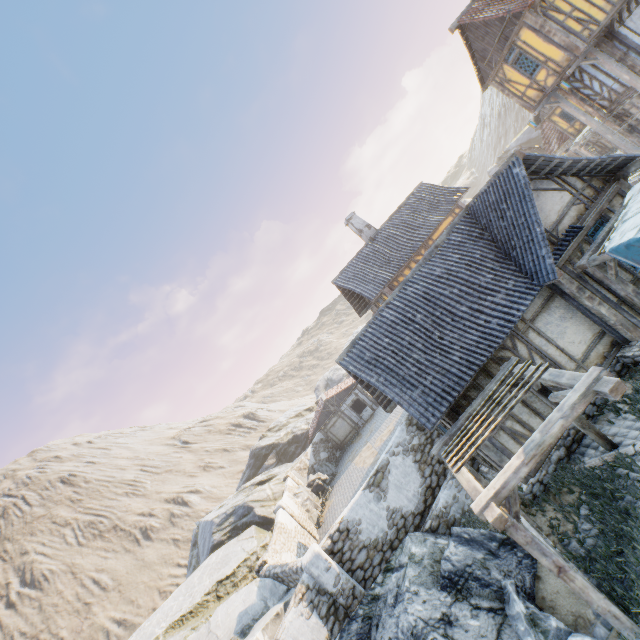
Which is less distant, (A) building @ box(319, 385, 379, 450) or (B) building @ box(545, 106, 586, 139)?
(B) building @ box(545, 106, 586, 139)

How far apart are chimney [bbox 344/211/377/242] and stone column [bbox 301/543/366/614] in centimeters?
1849cm

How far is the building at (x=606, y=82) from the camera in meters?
15.7

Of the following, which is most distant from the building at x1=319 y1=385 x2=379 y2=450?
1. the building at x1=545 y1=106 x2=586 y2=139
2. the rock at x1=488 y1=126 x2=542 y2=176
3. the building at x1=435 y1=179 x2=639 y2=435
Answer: the building at x1=545 y1=106 x2=586 y2=139

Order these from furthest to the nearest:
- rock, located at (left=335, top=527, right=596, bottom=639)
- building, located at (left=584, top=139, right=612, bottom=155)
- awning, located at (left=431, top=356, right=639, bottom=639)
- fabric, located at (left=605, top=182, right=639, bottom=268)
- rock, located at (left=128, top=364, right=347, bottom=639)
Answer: building, located at (left=584, top=139, right=612, bottom=155)
rock, located at (left=128, top=364, right=347, bottom=639)
fabric, located at (left=605, top=182, right=639, bottom=268)
rock, located at (left=335, top=527, right=596, bottom=639)
awning, located at (left=431, top=356, right=639, bottom=639)

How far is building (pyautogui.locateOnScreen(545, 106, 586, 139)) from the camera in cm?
2672

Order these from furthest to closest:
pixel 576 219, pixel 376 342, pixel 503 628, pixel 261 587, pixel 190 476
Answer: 1. pixel 190 476
2. pixel 261 587
3. pixel 376 342
4. pixel 576 219
5. pixel 503 628

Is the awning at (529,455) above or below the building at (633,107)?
below
